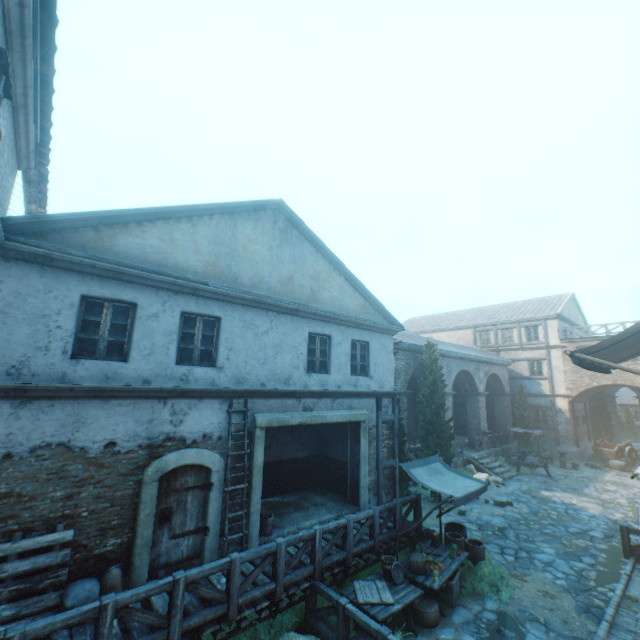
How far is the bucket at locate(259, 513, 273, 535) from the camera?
8.60m

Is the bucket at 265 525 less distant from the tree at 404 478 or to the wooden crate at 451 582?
the wooden crate at 451 582

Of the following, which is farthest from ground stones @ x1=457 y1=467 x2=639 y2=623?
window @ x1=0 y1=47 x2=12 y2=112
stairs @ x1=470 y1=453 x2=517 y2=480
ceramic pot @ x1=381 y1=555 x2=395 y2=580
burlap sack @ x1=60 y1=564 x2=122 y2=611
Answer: window @ x1=0 y1=47 x2=12 y2=112

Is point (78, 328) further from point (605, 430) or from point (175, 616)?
point (605, 430)

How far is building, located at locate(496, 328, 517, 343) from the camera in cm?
2936

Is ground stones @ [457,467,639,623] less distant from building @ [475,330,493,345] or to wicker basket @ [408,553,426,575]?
building @ [475,330,493,345]

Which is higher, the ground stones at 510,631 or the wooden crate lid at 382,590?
the wooden crate lid at 382,590

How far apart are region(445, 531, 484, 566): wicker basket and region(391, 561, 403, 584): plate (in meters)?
2.52
